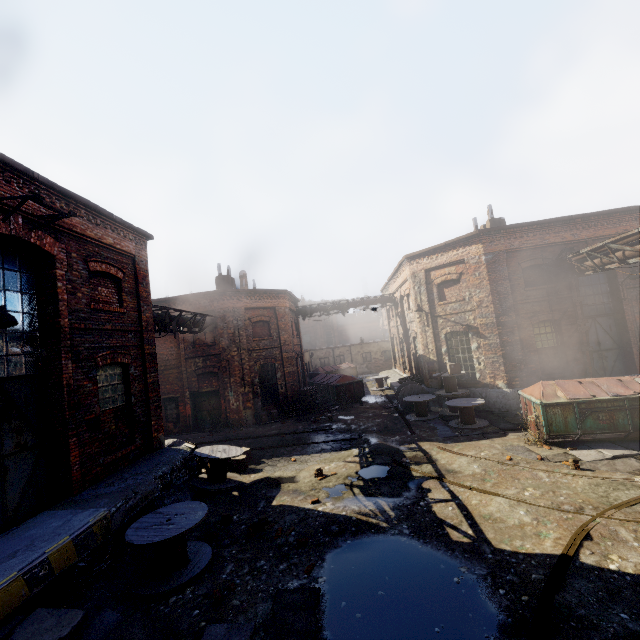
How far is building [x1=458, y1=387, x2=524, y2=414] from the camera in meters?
14.5

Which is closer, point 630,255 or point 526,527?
point 526,527

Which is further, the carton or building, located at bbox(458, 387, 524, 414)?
building, located at bbox(458, 387, 524, 414)

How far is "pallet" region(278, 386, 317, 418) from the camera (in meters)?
19.33

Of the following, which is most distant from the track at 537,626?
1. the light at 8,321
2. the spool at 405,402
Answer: the light at 8,321

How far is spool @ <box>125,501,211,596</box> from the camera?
6.0 meters

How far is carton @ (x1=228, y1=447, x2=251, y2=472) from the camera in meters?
11.2 m

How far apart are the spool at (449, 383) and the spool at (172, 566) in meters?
10.0
